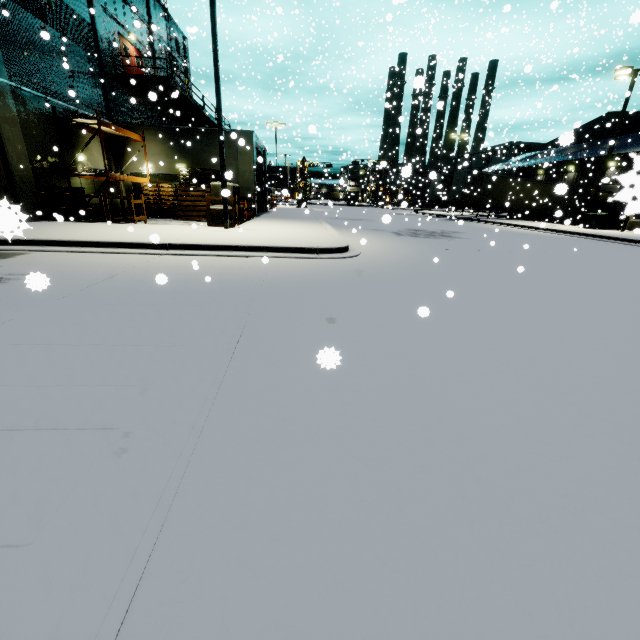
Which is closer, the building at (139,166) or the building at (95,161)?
the building at (95,161)

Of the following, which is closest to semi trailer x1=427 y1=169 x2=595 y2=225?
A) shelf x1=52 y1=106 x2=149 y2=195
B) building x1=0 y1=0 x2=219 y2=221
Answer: building x1=0 y1=0 x2=219 y2=221

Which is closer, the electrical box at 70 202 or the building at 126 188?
the electrical box at 70 202

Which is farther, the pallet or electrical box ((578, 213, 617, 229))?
electrical box ((578, 213, 617, 229))

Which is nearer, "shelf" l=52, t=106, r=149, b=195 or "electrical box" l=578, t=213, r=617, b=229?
"shelf" l=52, t=106, r=149, b=195

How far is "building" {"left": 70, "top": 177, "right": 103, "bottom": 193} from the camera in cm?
1588

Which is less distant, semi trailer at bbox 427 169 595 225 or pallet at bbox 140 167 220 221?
pallet at bbox 140 167 220 221

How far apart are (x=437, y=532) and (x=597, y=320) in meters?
5.1
